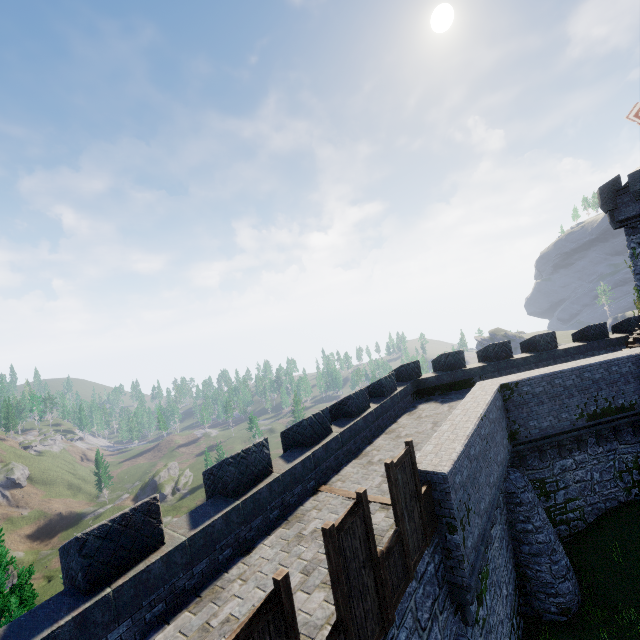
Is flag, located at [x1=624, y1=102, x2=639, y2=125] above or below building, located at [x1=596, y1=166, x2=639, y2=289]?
above

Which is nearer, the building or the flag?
the flag

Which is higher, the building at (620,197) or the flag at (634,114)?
the flag at (634,114)

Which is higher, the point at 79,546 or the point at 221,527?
Result: the point at 79,546

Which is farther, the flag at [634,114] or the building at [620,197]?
the building at [620,197]
